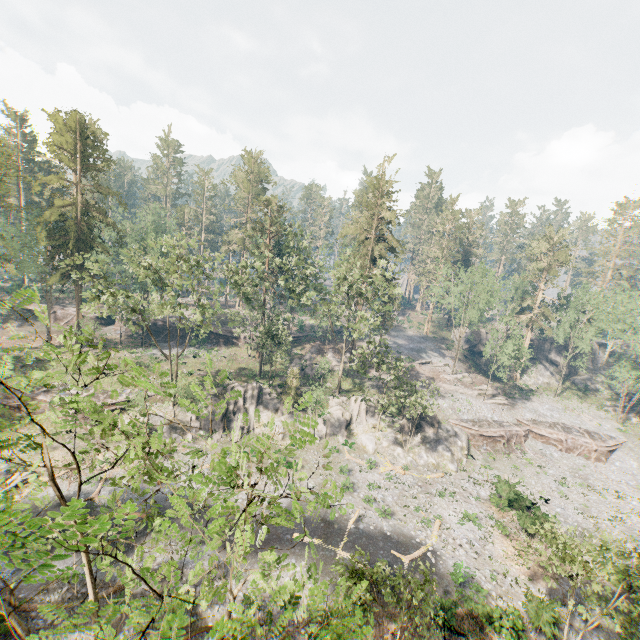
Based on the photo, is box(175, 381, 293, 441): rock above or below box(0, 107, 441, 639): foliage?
below

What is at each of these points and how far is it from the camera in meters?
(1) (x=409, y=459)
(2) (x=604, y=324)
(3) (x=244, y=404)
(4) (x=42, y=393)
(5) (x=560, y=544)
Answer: (1) rock, 36.4
(2) foliage, 55.6
(3) rock, 39.9
(4) ground embankment, 35.1
(5) foliage, 18.0

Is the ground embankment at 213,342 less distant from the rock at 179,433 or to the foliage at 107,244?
the foliage at 107,244

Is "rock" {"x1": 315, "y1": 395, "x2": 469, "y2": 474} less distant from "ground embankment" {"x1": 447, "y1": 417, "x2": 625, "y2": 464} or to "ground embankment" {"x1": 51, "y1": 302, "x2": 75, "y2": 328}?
"ground embankment" {"x1": 447, "y1": 417, "x2": 625, "y2": 464}

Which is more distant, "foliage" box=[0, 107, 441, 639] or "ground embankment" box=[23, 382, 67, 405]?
"ground embankment" box=[23, 382, 67, 405]

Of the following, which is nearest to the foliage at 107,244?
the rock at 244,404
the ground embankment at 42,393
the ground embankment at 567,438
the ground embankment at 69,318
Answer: the ground embankment at 42,393

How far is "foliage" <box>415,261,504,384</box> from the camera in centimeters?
4869cm

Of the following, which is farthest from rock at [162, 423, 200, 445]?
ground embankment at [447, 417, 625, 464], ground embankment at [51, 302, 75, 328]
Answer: ground embankment at [51, 302, 75, 328]
